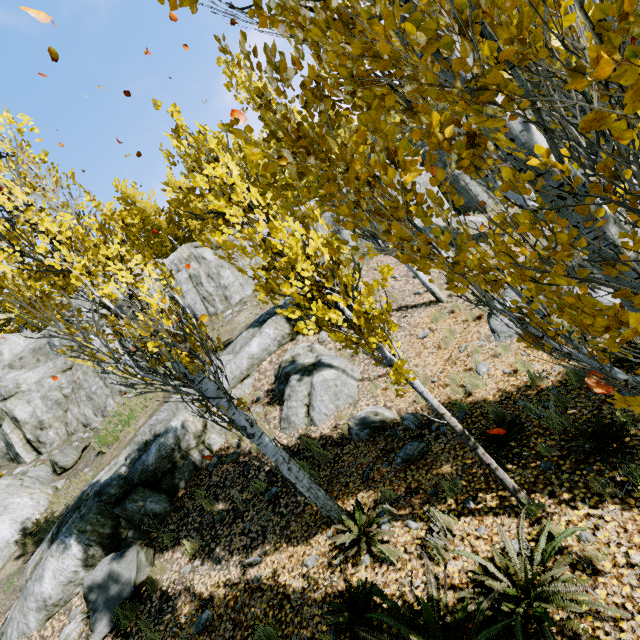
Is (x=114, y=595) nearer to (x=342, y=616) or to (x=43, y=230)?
(x=342, y=616)

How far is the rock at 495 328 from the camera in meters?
7.7

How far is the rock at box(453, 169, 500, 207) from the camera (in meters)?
17.42

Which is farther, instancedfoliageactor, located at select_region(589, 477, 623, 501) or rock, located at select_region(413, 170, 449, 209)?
rock, located at select_region(413, 170, 449, 209)

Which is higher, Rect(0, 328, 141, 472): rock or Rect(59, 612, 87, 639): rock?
Rect(0, 328, 141, 472): rock

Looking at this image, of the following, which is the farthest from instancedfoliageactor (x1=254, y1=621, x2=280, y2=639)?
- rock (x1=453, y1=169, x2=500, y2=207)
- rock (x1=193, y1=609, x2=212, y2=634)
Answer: rock (x1=193, y1=609, x2=212, y2=634)

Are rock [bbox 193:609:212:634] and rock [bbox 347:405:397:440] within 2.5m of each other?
no

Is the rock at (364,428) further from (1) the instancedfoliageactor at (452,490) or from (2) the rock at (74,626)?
(2) the rock at (74,626)
